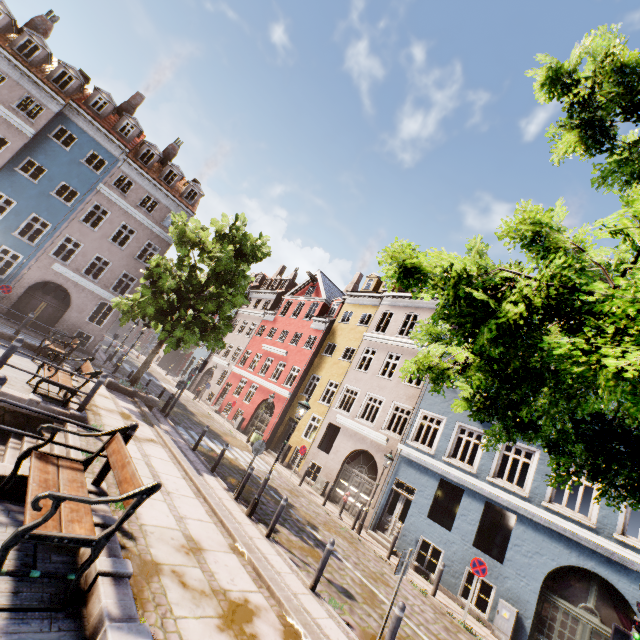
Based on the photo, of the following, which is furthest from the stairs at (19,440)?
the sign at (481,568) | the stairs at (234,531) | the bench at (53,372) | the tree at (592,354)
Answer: the sign at (481,568)

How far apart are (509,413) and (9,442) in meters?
10.3

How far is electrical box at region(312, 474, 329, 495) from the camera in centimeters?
1816cm

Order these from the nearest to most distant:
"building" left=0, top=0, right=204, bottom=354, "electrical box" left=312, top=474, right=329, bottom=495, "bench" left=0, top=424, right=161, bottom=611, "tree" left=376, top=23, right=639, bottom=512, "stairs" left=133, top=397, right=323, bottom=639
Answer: "tree" left=376, top=23, right=639, bottom=512 → "bench" left=0, top=424, right=161, bottom=611 → "stairs" left=133, top=397, right=323, bottom=639 → "electrical box" left=312, top=474, right=329, bottom=495 → "building" left=0, top=0, right=204, bottom=354

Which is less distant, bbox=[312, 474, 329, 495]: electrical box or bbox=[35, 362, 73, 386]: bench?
bbox=[35, 362, 73, 386]: bench

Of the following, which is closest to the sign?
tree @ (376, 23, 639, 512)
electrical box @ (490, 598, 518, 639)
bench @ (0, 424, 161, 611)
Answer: electrical box @ (490, 598, 518, 639)

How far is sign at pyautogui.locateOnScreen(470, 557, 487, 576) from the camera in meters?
10.8 m

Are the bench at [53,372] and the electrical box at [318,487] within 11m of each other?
no
